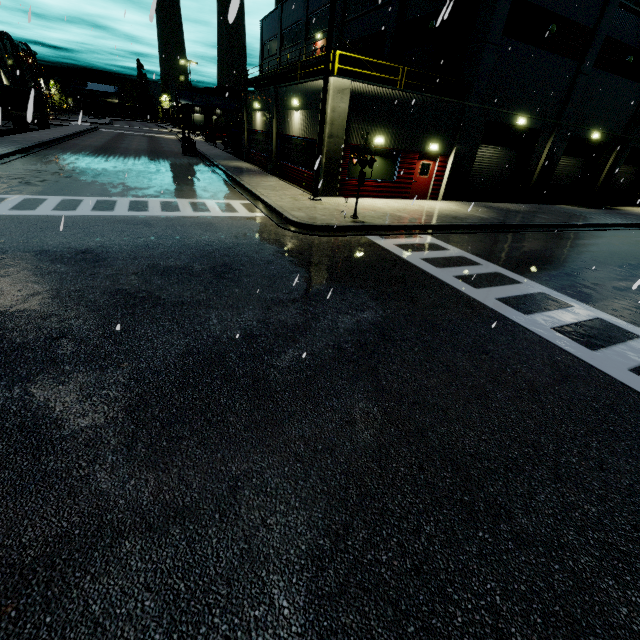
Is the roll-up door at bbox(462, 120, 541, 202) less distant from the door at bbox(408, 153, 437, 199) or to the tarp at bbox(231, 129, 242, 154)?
the door at bbox(408, 153, 437, 199)

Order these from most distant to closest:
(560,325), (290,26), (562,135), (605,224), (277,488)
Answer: (290,26), (562,135), (605,224), (560,325), (277,488)

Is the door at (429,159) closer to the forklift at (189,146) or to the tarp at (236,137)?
the forklift at (189,146)

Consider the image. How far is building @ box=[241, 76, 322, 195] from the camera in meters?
16.3 m

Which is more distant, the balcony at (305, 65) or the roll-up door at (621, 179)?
the roll-up door at (621, 179)

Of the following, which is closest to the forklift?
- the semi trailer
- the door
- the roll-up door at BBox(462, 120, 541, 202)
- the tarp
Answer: the tarp

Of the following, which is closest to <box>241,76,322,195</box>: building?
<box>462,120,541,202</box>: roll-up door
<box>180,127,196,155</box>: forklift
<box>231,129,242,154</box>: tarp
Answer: <box>462,120,541,202</box>: roll-up door

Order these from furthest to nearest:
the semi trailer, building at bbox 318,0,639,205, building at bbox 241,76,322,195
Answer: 1. the semi trailer
2. building at bbox 241,76,322,195
3. building at bbox 318,0,639,205
